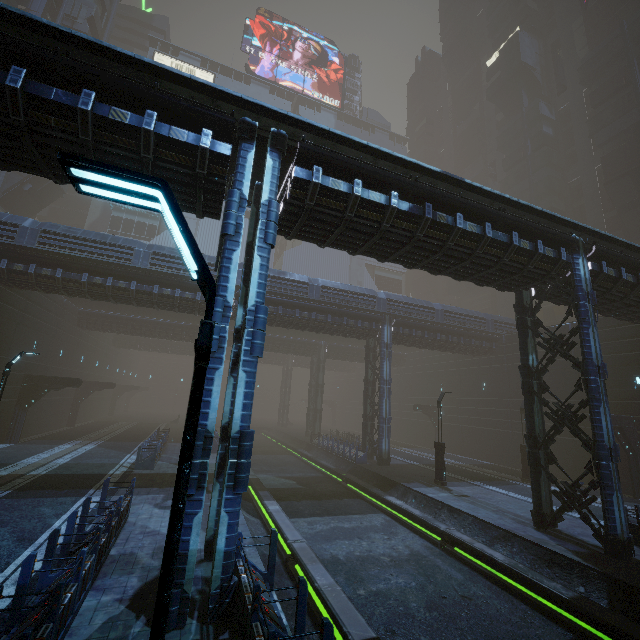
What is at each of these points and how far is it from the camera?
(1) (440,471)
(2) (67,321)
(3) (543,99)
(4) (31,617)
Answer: (1) street light, 19.6m
(2) building, 30.3m
(3) building, 47.1m
(4) building, 5.6m

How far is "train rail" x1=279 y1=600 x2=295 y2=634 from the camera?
7.5m

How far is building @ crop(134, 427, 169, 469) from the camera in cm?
1831

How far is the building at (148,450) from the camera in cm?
1831

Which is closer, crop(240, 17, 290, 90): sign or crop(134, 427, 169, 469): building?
crop(134, 427, 169, 469): building

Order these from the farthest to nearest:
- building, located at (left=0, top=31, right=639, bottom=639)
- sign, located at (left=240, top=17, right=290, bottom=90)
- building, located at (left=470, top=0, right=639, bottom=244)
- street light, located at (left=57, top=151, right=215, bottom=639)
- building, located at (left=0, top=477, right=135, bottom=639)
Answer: sign, located at (left=240, top=17, right=290, bottom=90) < building, located at (left=470, top=0, right=639, bottom=244) < building, located at (left=0, top=31, right=639, bottom=639) < building, located at (left=0, top=477, right=135, bottom=639) < street light, located at (left=57, top=151, right=215, bottom=639)

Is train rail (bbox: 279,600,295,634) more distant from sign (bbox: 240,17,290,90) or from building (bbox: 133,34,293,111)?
sign (bbox: 240,17,290,90)

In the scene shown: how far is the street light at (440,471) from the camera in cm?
1956
